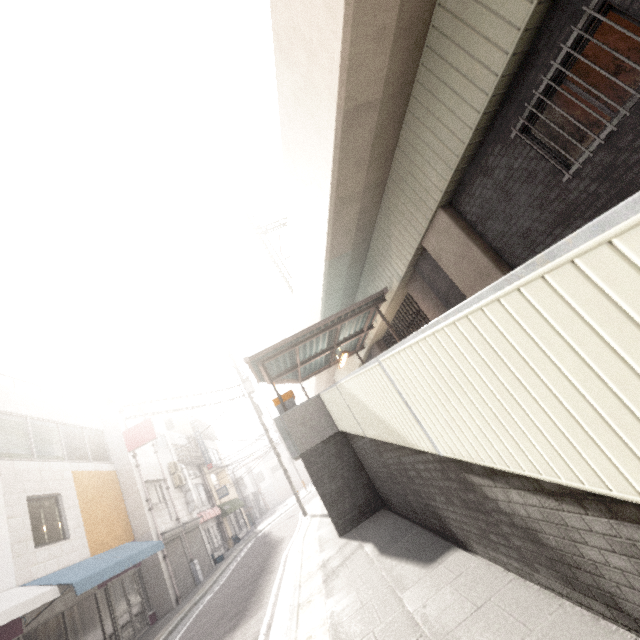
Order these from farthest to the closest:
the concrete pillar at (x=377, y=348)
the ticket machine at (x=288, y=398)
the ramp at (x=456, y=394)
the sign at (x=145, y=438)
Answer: the concrete pillar at (x=377, y=348), the sign at (x=145, y=438), the ticket machine at (x=288, y=398), the ramp at (x=456, y=394)

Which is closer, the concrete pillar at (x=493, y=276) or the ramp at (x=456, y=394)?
the ramp at (x=456, y=394)

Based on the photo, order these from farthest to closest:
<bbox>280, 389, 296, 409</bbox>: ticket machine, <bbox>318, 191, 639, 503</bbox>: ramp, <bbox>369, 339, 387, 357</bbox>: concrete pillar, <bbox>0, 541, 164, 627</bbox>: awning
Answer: <bbox>369, 339, 387, 357</bbox>: concrete pillar < <bbox>280, 389, 296, 409</bbox>: ticket machine < <bbox>0, 541, 164, 627</bbox>: awning < <bbox>318, 191, 639, 503</bbox>: ramp

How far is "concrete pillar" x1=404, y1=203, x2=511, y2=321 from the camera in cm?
721

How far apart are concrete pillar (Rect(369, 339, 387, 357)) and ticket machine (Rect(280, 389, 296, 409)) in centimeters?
632cm

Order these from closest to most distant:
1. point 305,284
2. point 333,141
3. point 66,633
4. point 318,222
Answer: point 333,141, point 66,633, point 318,222, point 305,284

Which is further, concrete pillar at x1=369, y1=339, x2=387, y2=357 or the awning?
concrete pillar at x1=369, y1=339, x2=387, y2=357

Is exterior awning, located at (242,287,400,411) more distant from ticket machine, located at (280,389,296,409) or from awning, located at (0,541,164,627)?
awning, located at (0,541,164,627)
